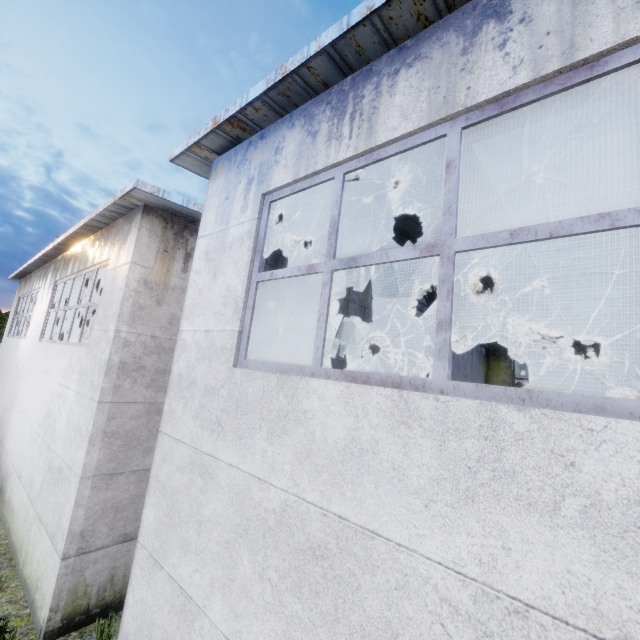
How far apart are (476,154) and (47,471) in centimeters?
1023cm

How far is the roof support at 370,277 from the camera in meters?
7.9

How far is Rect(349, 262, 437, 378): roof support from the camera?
7.91m

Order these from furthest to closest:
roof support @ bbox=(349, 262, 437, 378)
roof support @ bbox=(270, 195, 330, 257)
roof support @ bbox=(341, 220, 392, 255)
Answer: roof support @ bbox=(349, 262, 437, 378), roof support @ bbox=(341, 220, 392, 255), roof support @ bbox=(270, 195, 330, 257)

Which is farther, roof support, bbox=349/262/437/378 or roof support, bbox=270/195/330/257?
roof support, bbox=349/262/437/378
